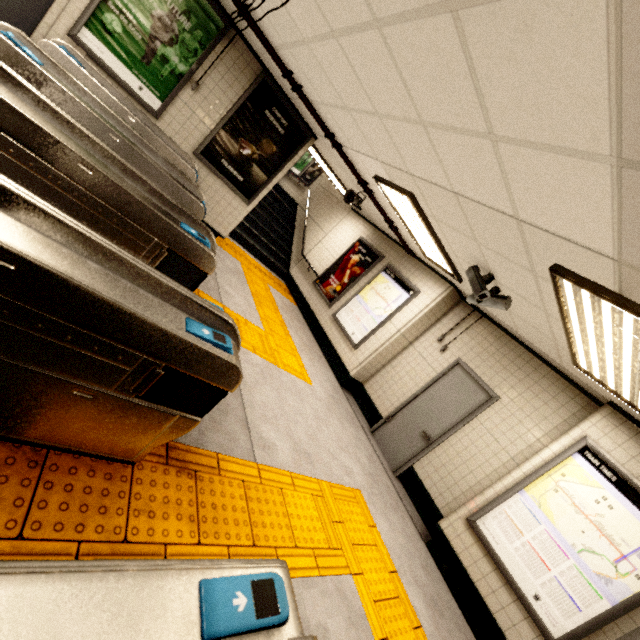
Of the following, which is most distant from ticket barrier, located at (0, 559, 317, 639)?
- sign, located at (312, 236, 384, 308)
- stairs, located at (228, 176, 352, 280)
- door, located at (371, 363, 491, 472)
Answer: stairs, located at (228, 176, 352, 280)

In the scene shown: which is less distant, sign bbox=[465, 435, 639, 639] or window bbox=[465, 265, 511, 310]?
sign bbox=[465, 435, 639, 639]

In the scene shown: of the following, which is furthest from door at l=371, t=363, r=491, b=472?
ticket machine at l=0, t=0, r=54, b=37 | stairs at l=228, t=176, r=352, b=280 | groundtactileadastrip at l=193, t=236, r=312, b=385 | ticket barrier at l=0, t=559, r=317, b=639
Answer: ticket machine at l=0, t=0, r=54, b=37

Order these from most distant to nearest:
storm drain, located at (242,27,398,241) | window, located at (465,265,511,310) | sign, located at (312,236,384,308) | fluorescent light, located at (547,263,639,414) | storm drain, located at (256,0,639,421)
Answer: sign, located at (312,236,384,308), storm drain, located at (242,27,398,241), window, located at (465,265,511,310), fluorescent light, located at (547,263,639,414), storm drain, located at (256,0,639,421)

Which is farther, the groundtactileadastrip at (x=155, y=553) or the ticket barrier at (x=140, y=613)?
the groundtactileadastrip at (x=155, y=553)

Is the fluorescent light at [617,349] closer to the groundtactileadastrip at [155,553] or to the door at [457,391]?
the door at [457,391]

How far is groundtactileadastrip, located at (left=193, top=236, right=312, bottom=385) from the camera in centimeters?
481cm

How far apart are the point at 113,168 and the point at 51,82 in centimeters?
147cm
